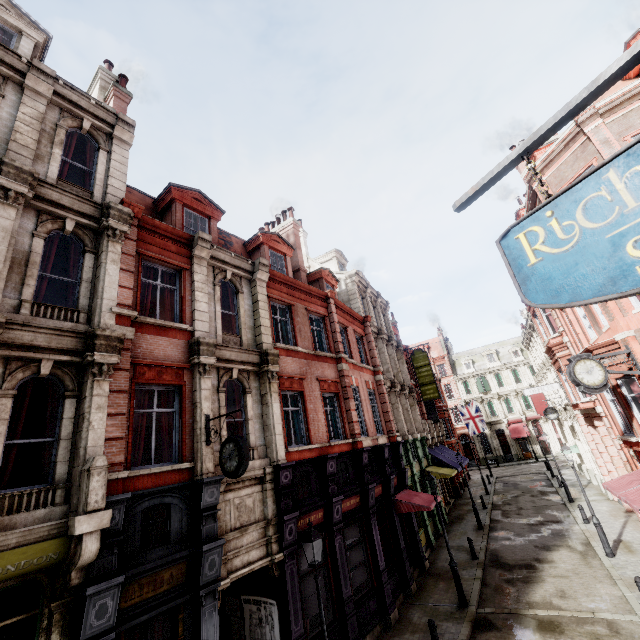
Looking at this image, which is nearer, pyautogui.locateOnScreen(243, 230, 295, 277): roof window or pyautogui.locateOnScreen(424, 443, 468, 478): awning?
pyautogui.locateOnScreen(243, 230, 295, 277): roof window

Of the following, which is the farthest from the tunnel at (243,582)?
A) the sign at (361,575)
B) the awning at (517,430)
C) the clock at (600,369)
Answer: the awning at (517,430)

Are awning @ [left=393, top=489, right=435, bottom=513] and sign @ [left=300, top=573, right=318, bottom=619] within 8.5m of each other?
yes

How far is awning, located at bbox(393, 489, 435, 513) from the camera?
15.08m

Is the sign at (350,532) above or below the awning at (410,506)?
below

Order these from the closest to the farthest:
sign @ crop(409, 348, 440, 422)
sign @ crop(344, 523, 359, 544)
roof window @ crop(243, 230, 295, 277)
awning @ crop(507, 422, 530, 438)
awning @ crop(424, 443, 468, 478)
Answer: sign @ crop(344, 523, 359, 544), roof window @ crop(243, 230, 295, 277), awning @ crop(424, 443, 468, 478), sign @ crop(409, 348, 440, 422), awning @ crop(507, 422, 530, 438)

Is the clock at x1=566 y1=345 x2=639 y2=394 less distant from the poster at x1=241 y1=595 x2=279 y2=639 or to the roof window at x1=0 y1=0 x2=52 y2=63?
the poster at x1=241 y1=595 x2=279 y2=639

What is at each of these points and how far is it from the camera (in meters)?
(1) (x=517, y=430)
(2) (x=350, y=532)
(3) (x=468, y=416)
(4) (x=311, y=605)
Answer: (1) awning, 47.62
(2) sign, 12.67
(3) flag, 33.03
(4) sign, 10.17
